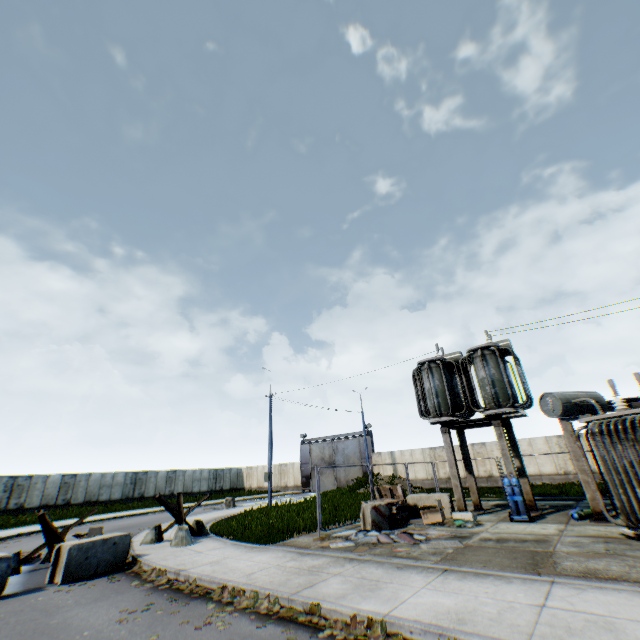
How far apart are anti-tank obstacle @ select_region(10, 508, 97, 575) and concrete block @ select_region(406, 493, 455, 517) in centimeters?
1206cm

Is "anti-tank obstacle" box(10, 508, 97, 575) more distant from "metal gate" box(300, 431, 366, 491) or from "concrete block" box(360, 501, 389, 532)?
"metal gate" box(300, 431, 366, 491)

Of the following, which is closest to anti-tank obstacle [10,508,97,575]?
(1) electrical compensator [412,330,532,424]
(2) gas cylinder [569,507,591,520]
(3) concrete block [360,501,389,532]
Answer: (3) concrete block [360,501,389,532]

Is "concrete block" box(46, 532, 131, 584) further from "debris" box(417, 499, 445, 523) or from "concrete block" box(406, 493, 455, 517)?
"concrete block" box(406, 493, 455, 517)

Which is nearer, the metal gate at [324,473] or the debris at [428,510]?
the debris at [428,510]

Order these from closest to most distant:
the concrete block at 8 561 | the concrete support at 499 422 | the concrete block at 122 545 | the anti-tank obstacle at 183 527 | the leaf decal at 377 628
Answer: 1. the leaf decal at 377 628
2. the concrete block at 8 561
3. the concrete block at 122 545
4. the anti-tank obstacle at 183 527
5. the concrete support at 499 422

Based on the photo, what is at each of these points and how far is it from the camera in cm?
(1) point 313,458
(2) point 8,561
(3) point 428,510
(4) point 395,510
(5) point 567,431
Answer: (1) metal gate, 4166
(2) concrete block, 764
(3) debris, 1205
(4) wooden pallet, 1205
(5) concrete support, 1156

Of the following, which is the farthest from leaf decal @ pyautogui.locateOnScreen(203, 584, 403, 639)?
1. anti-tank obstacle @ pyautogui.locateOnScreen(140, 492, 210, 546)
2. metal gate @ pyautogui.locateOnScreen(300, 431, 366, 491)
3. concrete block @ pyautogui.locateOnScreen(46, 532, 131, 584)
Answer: metal gate @ pyautogui.locateOnScreen(300, 431, 366, 491)
